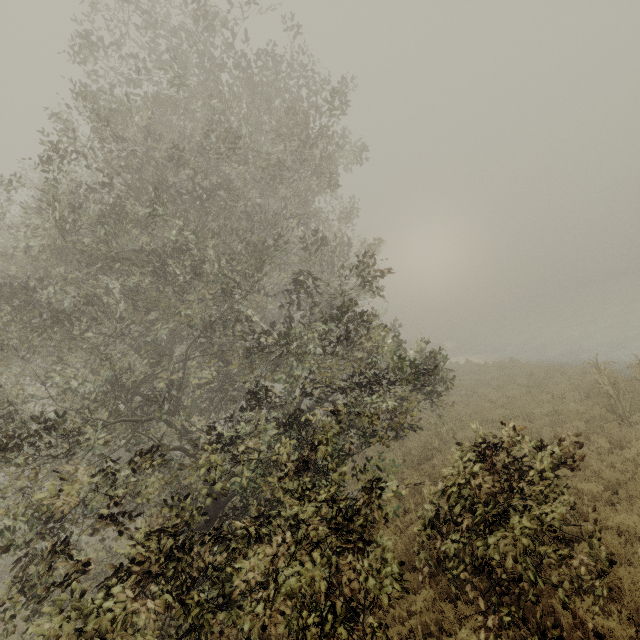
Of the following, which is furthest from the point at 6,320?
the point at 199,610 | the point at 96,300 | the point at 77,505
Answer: the point at 199,610

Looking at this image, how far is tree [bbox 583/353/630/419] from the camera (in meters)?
11.00

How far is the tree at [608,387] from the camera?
11.0 meters
